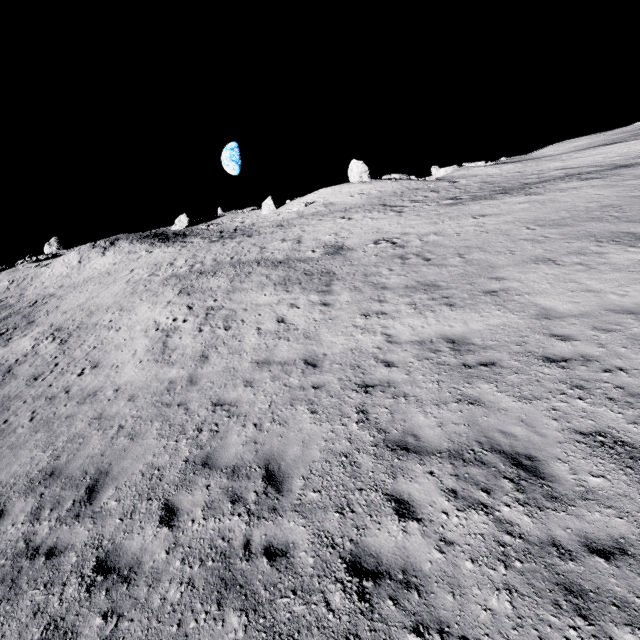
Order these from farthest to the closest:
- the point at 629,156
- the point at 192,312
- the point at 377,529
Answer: the point at 629,156, the point at 192,312, the point at 377,529

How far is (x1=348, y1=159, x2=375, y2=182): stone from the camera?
42.6m

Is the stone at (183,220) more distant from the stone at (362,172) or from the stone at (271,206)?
the stone at (362,172)

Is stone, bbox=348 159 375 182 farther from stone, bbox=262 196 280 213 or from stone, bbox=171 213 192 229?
stone, bbox=171 213 192 229

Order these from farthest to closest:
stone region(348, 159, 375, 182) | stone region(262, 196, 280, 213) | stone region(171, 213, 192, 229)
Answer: stone region(171, 213, 192, 229)
stone region(262, 196, 280, 213)
stone region(348, 159, 375, 182)

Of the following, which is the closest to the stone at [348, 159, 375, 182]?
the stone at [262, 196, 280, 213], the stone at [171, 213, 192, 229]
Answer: the stone at [262, 196, 280, 213]

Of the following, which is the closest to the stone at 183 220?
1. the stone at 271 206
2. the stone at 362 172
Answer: the stone at 271 206
